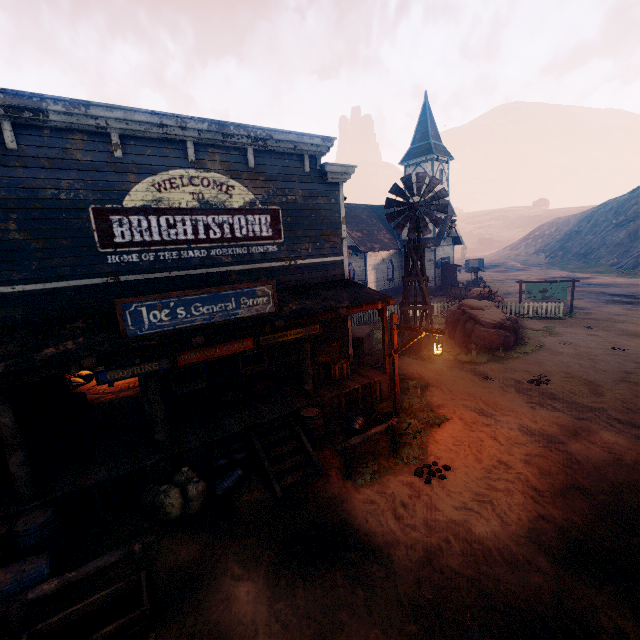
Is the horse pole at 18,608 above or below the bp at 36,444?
below

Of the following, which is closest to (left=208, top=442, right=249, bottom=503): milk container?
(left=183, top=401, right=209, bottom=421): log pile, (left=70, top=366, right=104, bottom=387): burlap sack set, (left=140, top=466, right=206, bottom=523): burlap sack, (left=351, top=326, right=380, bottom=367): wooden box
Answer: (left=140, top=466, right=206, bottom=523): burlap sack

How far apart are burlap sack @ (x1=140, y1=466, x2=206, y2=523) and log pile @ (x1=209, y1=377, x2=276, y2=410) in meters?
2.0

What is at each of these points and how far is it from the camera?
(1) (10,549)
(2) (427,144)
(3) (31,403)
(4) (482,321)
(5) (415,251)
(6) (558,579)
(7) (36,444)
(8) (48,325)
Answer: (1) barrel, 5.62m
(2) building, 31.09m
(3) building, 7.46m
(4) instancedfoliageactor, 15.62m
(5) windmill, 15.38m
(6) z, 5.07m
(7) bp, 7.22m
(8) building, 7.13m

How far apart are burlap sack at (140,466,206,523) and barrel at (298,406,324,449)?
2.66m

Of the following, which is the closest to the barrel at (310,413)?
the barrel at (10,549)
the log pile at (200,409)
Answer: the log pile at (200,409)

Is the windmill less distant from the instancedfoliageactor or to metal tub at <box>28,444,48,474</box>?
the instancedfoliageactor

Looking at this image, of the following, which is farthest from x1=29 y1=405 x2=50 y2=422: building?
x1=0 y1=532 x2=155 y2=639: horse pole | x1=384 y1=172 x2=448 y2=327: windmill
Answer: x1=384 y1=172 x2=448 y2=327: windmill
